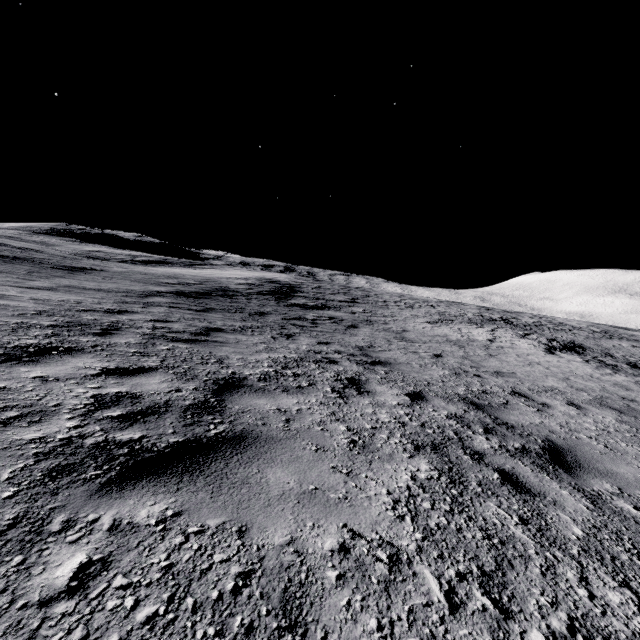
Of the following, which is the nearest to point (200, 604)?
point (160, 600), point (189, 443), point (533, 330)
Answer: point (160, 600)
